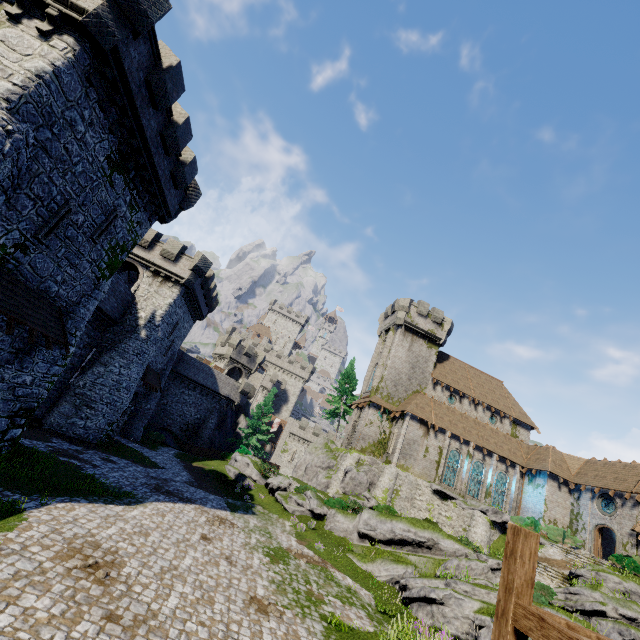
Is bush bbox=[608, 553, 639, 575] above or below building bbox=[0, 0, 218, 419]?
above

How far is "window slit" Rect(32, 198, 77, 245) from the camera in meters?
12.0

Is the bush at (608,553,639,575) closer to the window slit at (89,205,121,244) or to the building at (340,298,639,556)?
the building at (340,298,639,556)

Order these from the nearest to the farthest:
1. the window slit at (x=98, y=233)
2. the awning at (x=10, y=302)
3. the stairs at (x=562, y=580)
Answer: the awning at (x=10, y=302), the window slit at (x=98, y=233), the stairs at (x=562, y=580)

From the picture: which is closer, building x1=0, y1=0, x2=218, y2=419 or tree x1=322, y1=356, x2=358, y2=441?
building x1=0, y1=0, x2=218, y2=419

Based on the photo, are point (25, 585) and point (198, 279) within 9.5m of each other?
no

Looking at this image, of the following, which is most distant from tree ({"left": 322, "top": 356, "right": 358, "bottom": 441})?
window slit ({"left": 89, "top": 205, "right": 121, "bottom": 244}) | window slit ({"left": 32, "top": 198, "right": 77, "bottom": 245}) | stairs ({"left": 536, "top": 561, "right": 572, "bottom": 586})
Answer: window slit ({"left": 32, "top": 198, "right": 77, "bottom": 245})

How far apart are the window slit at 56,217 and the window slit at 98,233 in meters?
1.5 m
